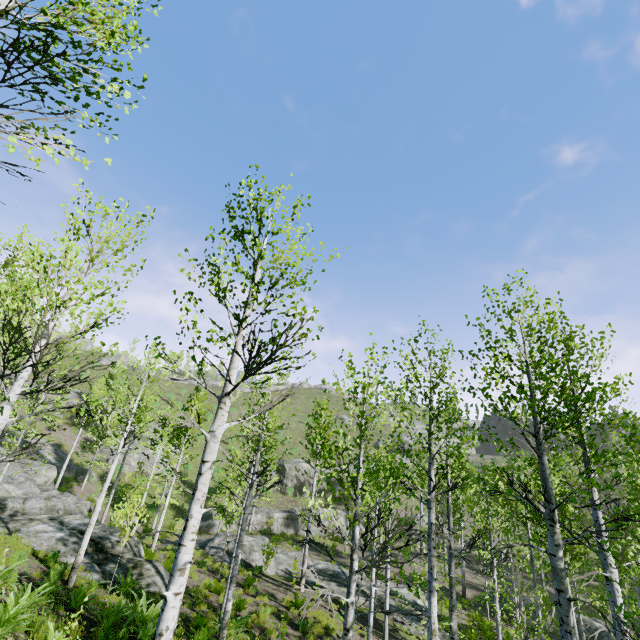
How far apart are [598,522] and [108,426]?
14.2m

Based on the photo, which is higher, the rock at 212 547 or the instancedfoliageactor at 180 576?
the instancedfoliageactor at 180 576

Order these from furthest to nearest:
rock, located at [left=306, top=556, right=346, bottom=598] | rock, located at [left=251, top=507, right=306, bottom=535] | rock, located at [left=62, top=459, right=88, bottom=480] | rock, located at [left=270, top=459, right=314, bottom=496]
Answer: rock, located at [left=270, top=459, right=314, bottom=496] → rock, located at [left=251, top=507, right=306, bottom=535] → rock, located at [left=62, top=459, right=88, bottom=480] → rock, located at [left=306, top=556, right=346, bottom=598]

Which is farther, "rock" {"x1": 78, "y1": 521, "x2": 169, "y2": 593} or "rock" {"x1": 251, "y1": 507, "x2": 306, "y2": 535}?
"rock" {"x1": 251, "y1": 507, "x2": 306, "y2": 535}

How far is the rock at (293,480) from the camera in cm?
4347

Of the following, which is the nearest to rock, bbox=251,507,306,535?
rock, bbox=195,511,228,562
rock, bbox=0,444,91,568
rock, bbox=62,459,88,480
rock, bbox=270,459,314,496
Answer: rock, bbox=270,459,314,496

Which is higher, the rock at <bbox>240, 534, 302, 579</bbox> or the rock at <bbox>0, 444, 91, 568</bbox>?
the rock at <bbox>0, 444, 91, 568</bbox>

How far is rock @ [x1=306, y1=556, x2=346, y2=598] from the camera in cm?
1912
